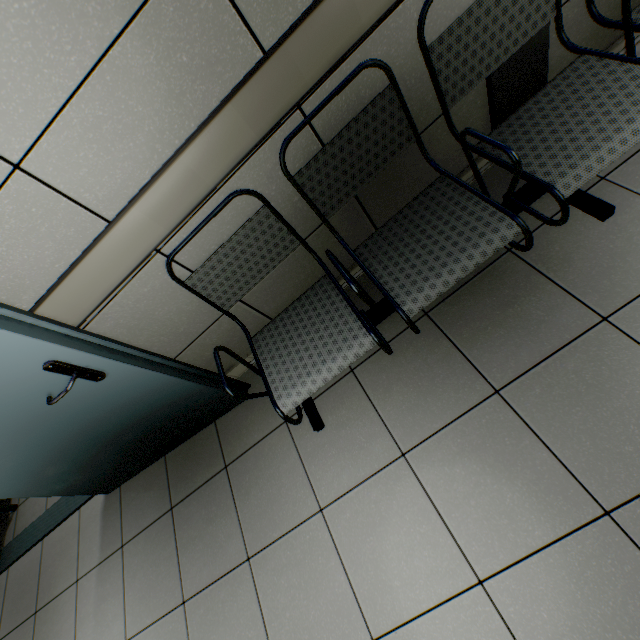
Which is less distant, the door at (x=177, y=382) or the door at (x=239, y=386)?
the door at (x=177, y=382)

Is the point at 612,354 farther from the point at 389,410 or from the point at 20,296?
the point at 20,296

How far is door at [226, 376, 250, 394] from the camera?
1.95m

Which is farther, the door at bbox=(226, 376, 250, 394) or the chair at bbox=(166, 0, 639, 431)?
the door at bbox=(226, 376, 250, 394)

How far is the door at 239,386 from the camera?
1.95m

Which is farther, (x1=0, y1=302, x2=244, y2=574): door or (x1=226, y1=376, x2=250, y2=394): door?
(x1=226, y1=376, x2=250, y2=394): door

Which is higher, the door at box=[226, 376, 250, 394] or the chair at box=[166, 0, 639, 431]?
the chair at box=[166, 0, 639, 431]

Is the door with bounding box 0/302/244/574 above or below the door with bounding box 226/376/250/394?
above
